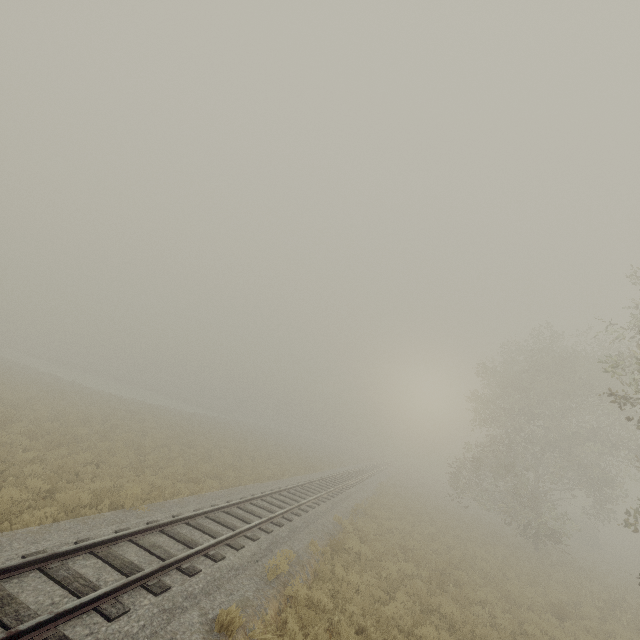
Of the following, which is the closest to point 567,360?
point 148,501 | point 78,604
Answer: point 148,501

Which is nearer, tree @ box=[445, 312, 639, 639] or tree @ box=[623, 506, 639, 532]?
tree @ box=[623, 506, 639, 532]

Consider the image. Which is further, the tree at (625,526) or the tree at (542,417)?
the tree at (542,417)
